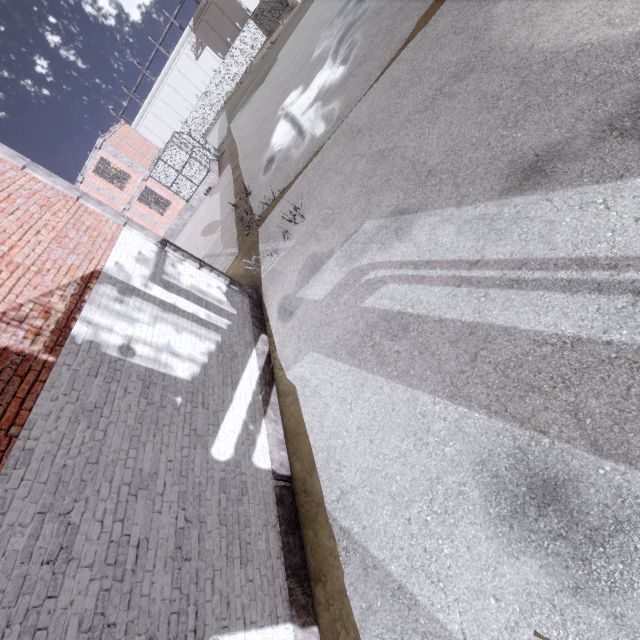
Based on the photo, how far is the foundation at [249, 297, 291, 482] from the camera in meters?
6.1

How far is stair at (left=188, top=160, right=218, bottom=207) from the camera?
24.1 meters

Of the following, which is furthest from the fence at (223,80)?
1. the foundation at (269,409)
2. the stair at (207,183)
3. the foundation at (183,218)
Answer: the stair at (207,183)

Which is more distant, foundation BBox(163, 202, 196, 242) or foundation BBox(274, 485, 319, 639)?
foundation BBox(163, 202, 196, 242)

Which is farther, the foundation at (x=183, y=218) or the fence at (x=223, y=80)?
the fence at (x=223, y=80)

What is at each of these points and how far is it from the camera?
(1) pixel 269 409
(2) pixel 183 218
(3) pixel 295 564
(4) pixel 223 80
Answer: (1) foundation, 7.0m
(2) foundation, 25.6m
(3) foundation, 4.9m
(4) fence, 43.7m

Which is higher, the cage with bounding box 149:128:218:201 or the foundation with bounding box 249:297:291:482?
the cage with bounding box 149:128:218:201

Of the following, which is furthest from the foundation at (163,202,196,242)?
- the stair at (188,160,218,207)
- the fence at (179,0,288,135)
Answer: the fence at (179,0,288,135)
